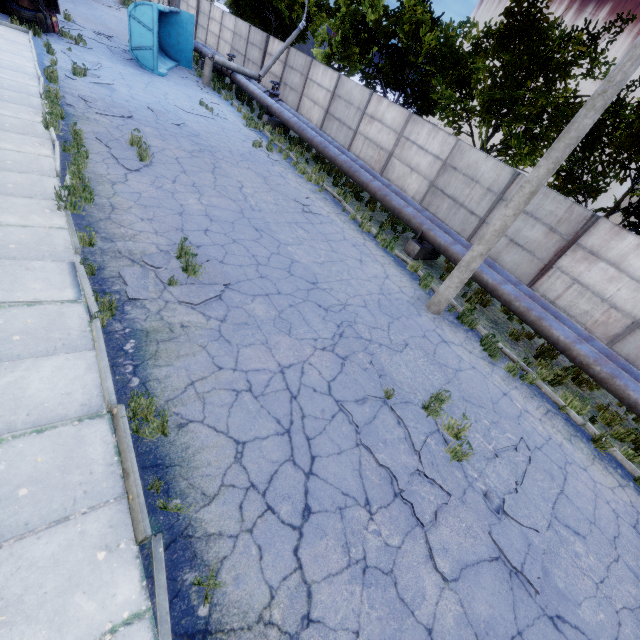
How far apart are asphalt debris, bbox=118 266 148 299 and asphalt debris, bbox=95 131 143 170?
3.26m

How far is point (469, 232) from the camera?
12.8 meters

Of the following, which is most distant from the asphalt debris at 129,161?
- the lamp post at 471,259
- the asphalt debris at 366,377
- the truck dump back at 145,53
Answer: the truck dump back at 145,53

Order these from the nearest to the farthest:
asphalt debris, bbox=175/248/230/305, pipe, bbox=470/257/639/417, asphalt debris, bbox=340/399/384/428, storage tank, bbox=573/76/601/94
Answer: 1. asphalt debris, bbox=340/399/384/428
2. asphalt debris, bbox=175/248/230/305
3. pipe, bbox=470/257/639/417
4. storage tank, bbox=573/76/601/94

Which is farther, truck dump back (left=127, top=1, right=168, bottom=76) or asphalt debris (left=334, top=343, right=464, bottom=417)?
truck dump back (left=127, top=1, right=168, bottom=76)

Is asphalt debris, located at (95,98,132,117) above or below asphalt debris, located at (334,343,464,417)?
above

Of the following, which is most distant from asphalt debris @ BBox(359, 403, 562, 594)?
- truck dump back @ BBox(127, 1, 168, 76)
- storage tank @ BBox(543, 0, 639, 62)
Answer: storage tank @ BBox(543, 0, 639, 62)

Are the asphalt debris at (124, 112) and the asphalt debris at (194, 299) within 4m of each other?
no
